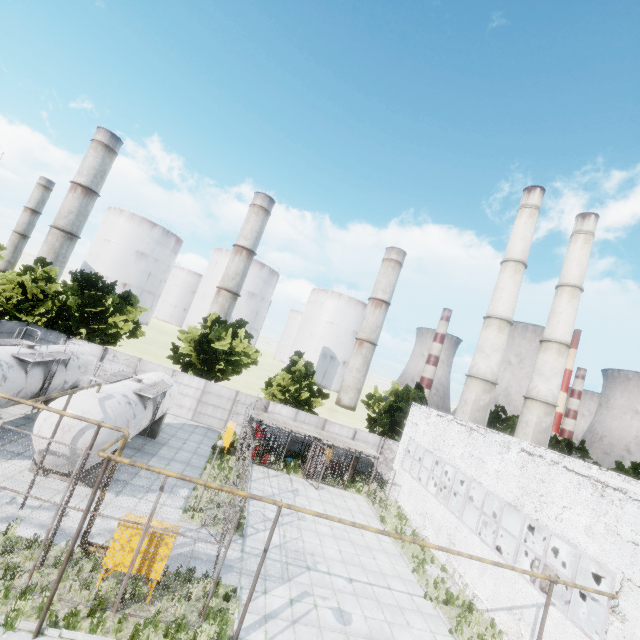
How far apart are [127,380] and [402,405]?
26.4m

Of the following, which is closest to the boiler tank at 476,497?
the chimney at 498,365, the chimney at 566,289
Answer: the chimney at 498,365

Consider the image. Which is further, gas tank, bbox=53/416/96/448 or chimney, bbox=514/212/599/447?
chimney, bbox=514/212/599/447

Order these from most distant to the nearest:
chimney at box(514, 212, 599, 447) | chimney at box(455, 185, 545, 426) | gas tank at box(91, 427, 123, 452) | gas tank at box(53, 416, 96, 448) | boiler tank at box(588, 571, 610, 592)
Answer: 1. chimney at box(514, 212, 599, 447)
2. chimney at box(455, 185, 545, 426)
3. boiler tank at box(588, 571, 610, 592)
4. gas tank at box(91, 427, 123, 452)
5. gas tank at box(53, 416, 96, 448)

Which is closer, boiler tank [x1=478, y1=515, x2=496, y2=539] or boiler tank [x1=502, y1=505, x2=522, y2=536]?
boiler tank [x1=502, y1=505, x2=522, y2=536]

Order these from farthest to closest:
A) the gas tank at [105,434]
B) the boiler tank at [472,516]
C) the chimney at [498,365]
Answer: the chimney at [498,365], the boiler tank at [472,516], the gas tank at [105,434]

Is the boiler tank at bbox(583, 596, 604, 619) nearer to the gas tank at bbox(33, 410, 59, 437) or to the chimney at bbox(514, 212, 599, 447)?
the chimney at bbox(514, 212, 599, 447)
